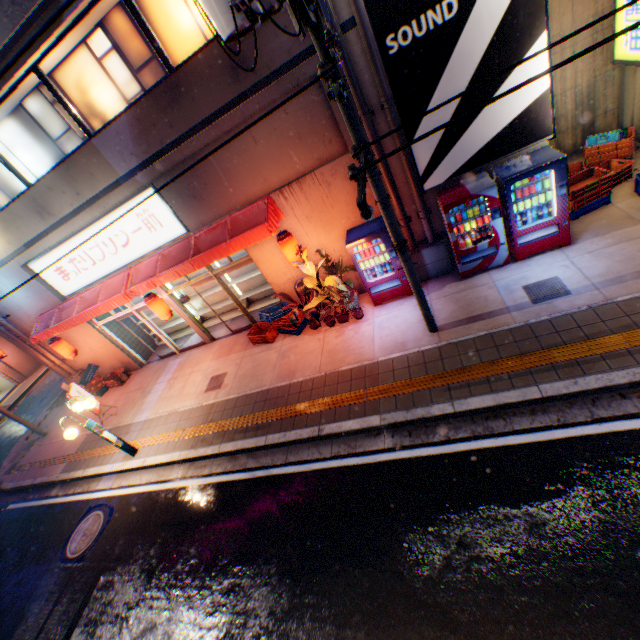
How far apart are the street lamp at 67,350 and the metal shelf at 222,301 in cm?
418

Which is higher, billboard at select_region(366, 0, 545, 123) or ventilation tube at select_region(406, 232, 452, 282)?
billboard at select_region(366, 0, 545, 123)

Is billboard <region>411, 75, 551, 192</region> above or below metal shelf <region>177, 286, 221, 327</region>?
above

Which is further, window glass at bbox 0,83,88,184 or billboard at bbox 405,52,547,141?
window glass at bbox 0,83,88,184

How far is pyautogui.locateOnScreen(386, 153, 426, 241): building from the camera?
7.37m

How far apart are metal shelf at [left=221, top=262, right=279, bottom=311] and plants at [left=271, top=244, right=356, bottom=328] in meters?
2.0 m

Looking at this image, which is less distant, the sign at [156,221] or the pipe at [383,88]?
the pipe at [383,88]

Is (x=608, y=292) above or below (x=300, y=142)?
below
